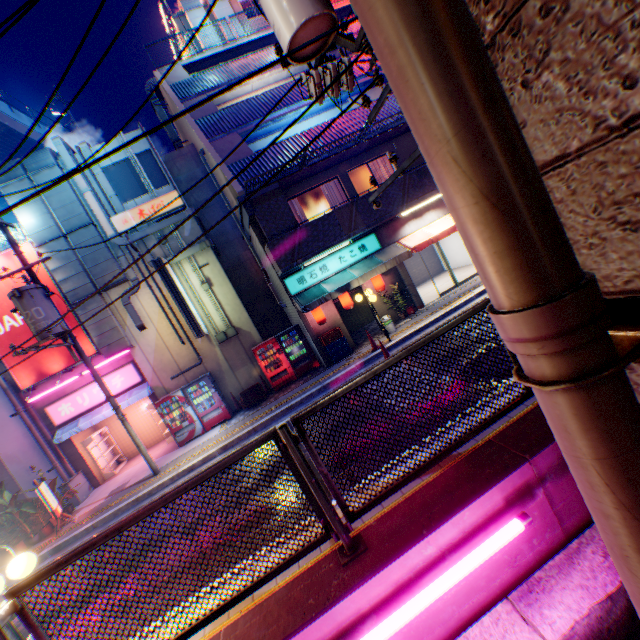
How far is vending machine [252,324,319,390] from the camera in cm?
1370

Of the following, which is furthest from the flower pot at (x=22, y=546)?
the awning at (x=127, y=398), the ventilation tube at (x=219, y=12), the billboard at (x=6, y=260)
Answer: the ventilation tube at (x=219, y=12)

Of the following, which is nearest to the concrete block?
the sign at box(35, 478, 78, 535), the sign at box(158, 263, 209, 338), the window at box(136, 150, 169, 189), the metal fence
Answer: the metal fence

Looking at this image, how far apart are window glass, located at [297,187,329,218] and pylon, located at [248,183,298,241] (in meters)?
1.56

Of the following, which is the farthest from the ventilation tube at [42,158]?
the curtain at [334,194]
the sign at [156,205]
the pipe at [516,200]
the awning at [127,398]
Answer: the pipe at [516,200]

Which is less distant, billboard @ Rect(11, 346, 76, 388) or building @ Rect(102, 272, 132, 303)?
billboard @ Rect(11, 346, 76, 388)

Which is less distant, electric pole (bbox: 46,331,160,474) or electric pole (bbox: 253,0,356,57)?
electric pole (bbox: 253,0,356,57)

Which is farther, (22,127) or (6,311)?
(22,127)
